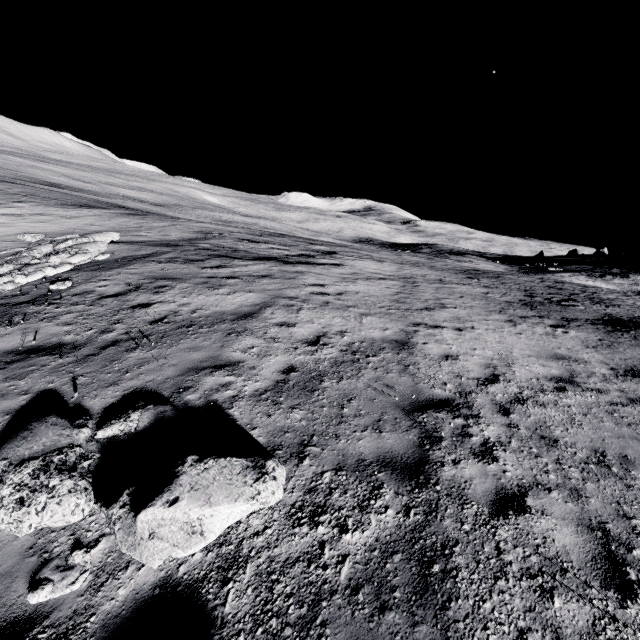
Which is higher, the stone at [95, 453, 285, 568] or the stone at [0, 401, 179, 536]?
the stone at [95, 453, 285, 568]

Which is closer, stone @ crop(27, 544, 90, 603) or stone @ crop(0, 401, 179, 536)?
stone @ crop(27, 544, 90, 603)

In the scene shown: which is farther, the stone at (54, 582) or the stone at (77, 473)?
the stone at (77, 473)

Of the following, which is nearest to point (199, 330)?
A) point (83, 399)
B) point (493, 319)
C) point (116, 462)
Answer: point (83, 399)

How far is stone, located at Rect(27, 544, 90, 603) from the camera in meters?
3.0 m

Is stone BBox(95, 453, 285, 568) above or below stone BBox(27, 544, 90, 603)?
above

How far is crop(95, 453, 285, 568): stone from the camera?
3.2 meters

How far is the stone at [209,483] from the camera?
3.2m
